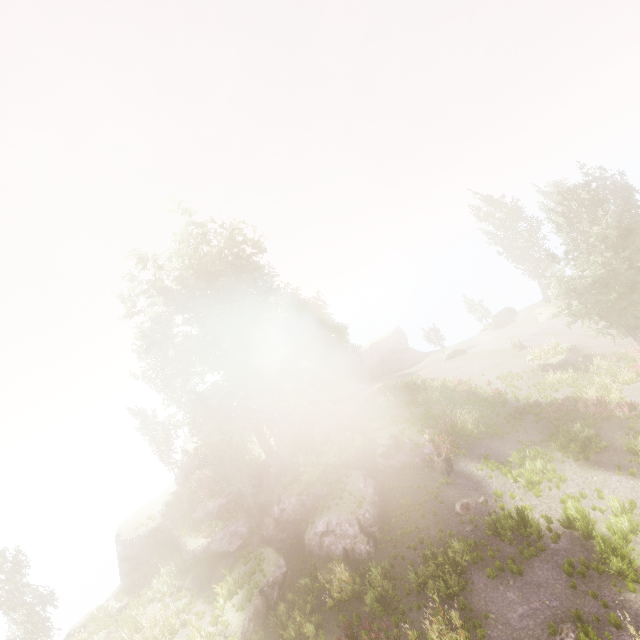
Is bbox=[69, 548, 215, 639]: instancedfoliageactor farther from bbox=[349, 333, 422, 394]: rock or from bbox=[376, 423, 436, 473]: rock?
bbox=[349, 333, 422, 394]: rock

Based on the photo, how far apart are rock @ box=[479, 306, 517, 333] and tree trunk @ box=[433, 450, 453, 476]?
32.2m

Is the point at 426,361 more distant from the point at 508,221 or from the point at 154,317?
the point at 154,317

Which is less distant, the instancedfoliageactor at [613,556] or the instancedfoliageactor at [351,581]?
the instancedfoliageactor at [613,556]

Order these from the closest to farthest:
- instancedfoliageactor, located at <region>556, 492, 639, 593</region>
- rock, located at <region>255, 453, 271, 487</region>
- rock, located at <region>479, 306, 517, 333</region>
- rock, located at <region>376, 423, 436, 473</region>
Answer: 1. instancedfoliageactor, located at <region>556, 492, 639, 593</region>
2. rock, located at <region>376, 423, 436, 473</region>
3. rock, located at <region>255, 453, 271, 487</region>
4. rock, located at <region>479, 306, 517, 333</region>

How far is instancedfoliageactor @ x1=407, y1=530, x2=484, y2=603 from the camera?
12.6m

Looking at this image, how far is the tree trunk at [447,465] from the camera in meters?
18.5 m
